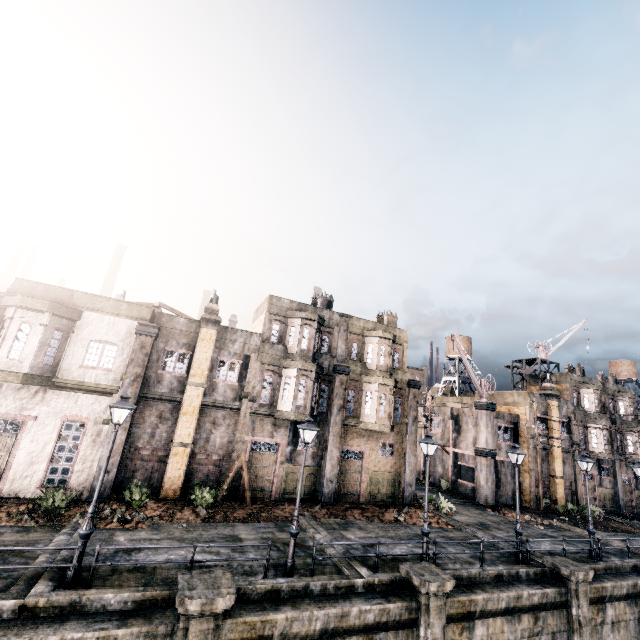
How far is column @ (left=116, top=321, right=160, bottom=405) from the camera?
18.1 meters

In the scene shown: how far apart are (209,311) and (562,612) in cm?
2478

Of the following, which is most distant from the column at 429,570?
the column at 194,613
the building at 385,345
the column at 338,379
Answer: the building at 385,345

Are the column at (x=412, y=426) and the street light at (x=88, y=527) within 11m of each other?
no

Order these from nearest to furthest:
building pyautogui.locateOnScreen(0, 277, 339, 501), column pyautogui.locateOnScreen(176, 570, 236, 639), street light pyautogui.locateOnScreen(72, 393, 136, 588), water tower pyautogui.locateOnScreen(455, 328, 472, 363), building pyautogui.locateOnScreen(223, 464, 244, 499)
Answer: column pyautogui.locateOnScreen(176, 570, 236, 639), street light pyautogui.locateOnScreen(72, 393, 136, 588), building pyautogui.locateOnScreen(0, 277, 339, 501), building pyautogui.locateOnScreen(223, 464, 244, 499), water tower pyautogui.locateOnScreen(455, 328, 472, 363)

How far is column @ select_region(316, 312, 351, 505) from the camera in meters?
22.1 m

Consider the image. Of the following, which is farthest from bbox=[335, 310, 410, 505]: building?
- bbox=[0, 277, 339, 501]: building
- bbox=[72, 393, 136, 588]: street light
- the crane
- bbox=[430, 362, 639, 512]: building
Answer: bbox=[72, 393, 136, 588]: street light

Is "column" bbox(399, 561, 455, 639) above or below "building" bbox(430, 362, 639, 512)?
below
